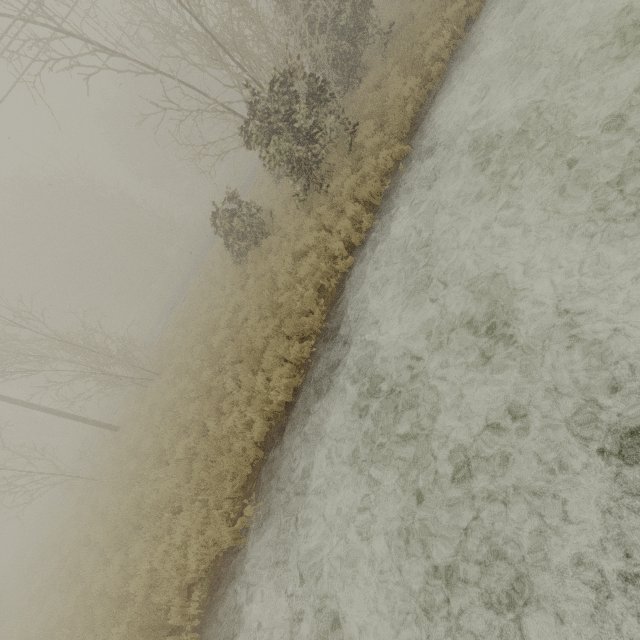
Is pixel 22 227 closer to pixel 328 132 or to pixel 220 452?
pixel 328 132
